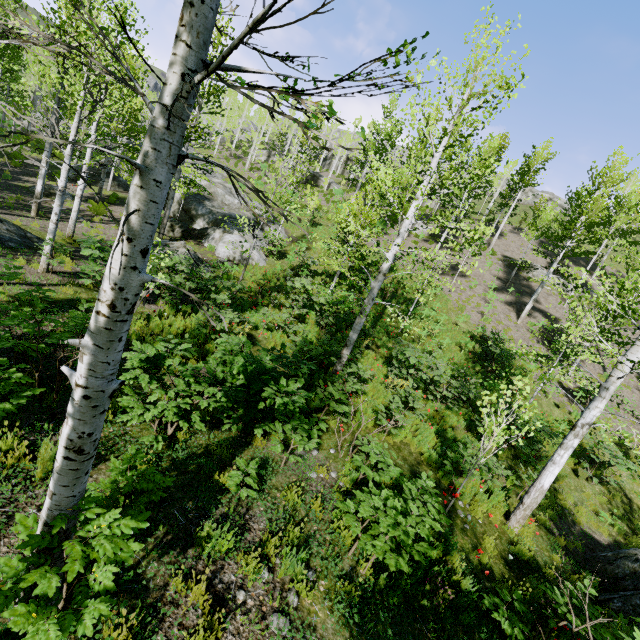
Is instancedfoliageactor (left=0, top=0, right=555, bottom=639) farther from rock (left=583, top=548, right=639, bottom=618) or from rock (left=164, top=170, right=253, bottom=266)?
rock (left=583, top=548, right=639, bottom=618)

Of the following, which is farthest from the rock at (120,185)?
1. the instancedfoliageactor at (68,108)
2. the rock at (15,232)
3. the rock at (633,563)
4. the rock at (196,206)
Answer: the rock at (633,563)

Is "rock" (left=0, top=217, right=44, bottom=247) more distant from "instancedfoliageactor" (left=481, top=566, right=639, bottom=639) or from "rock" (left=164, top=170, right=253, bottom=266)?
"instancedfoliageactor" (left=481, top=566, right=639, bottom=639)

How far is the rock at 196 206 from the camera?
18.2 meters

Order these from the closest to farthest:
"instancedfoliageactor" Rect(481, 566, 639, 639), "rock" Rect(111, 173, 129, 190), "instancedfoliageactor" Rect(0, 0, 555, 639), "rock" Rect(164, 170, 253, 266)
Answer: "instancedfoliageactor" Rect(0, 0, 555, 639) → "instancedfoliageactor" Rect(481, 566, 639, 639) → "rock" Rect(164, 170, 253, 266) → "rock" Rect(111, 173, 129, 190)

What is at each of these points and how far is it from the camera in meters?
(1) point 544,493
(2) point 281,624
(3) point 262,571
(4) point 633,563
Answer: (1) instancedfoliageactor, 7.4
(2) instancedfoliageactor, 3.5
(3) instancedfoliageactor, 3.9
(4) rock, 7.5

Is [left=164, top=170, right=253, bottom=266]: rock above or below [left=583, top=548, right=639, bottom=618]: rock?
above

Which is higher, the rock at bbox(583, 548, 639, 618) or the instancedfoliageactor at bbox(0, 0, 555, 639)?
the instancedfoliageactor at bbox(0, 0, 555, 639)
